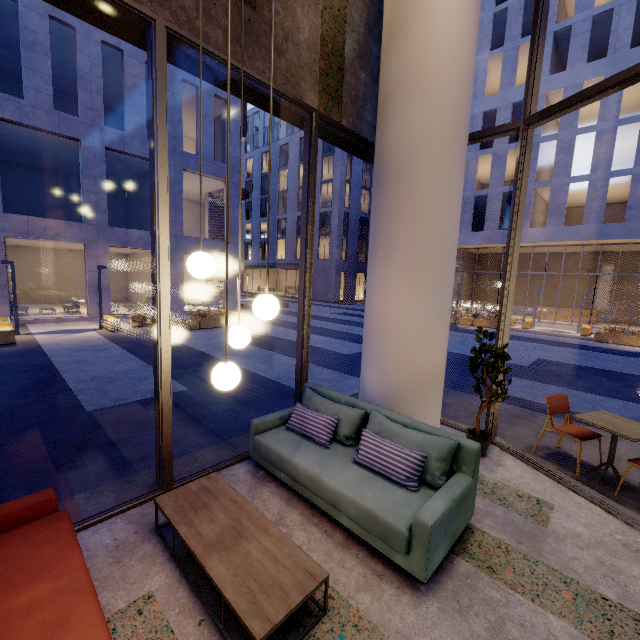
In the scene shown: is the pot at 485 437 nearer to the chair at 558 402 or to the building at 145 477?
the building at 145 477

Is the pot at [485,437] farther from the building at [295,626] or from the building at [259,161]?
the building at [259,161]

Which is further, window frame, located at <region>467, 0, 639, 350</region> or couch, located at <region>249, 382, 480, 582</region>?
window frame, located at <region>467, 0, 639, 350</region>

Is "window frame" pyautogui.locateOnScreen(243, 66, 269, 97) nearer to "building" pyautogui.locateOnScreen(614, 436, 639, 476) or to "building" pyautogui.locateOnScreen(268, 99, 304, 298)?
"building" pyautogui.locateOnScreen(614, 436, 639, 476)

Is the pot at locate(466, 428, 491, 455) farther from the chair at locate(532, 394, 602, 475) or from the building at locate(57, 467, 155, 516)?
the chair at locate(532, 394, 602, 475)

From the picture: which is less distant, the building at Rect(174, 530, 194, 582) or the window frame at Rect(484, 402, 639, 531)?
the building at Rect(174, 530, 194, 582)

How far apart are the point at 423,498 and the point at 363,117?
5.20m

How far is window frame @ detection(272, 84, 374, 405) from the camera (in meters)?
4.23
